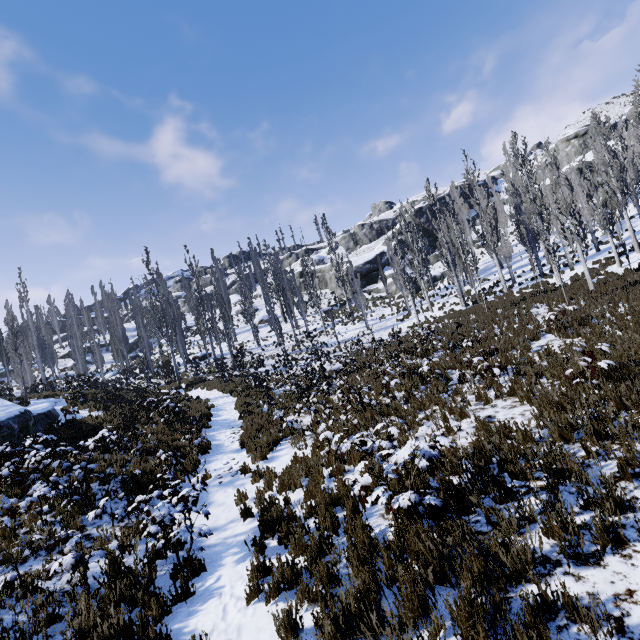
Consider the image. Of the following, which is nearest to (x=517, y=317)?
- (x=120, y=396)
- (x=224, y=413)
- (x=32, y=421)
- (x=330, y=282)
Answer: (x=224, y=413)

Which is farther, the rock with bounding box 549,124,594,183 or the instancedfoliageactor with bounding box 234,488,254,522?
the rock with bounding box 549,124,594,183

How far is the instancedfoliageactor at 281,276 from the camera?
16.6m

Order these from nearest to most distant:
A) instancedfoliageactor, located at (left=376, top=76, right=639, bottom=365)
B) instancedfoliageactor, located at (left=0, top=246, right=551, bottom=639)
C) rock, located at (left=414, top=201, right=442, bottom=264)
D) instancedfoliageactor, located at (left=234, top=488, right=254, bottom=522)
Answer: instancedfoliageactor, located at (left=0, top=246, right=551, bottom=639) → instancedfoliageactor, located at (left=234, top=488, right=254, bottom=522) → instancedfoliageactor, located at (left=376, top=76, right=639, bottom=365) → rock, located at (left=414, top=201, right=442, bottom=264)

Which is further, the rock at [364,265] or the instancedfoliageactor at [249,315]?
the rock at [364,265]

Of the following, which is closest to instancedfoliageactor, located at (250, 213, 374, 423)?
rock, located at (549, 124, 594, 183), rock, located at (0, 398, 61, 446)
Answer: rock, located at (549, 124, 594, 183)
